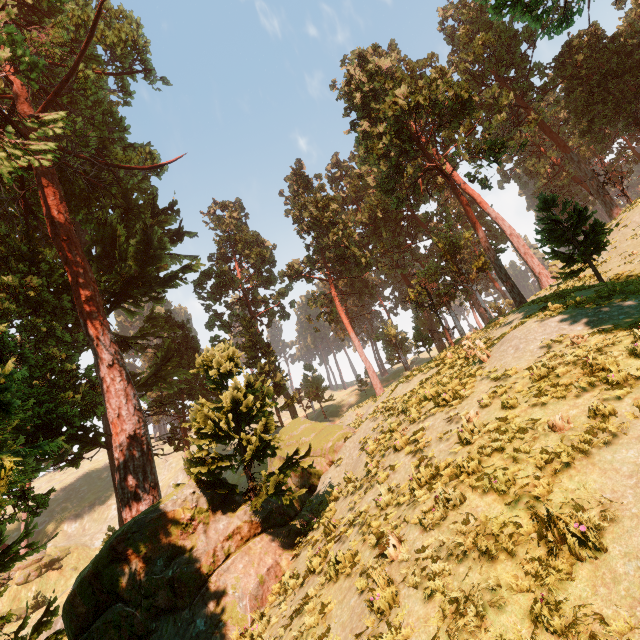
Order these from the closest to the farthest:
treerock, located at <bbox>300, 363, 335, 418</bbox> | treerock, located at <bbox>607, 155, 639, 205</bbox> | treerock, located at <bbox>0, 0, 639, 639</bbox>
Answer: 1. treerock, located at <bbox>0, 0, 639, 639</bbox>
2. treerock, located at <bbox>607, 155, 639, 205</bbox>
3. treerock, located at <bbox>300, 363, 335, 418</bbox>

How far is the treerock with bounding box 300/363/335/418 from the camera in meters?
47.6 m

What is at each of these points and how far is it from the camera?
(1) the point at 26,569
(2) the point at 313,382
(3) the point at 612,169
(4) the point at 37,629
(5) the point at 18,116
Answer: (1) rock, 41.6m
(2) treerock, 48.4m
(3) treerock, 29.3m
(4) treerock, 13.5m
(5) treerock, 15.2m

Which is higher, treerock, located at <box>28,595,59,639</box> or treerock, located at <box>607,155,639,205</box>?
treerock, located at <box>607,155,639,205</box>

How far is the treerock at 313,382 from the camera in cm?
4756

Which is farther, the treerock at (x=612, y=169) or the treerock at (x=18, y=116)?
the treerock at (x=612, y=169)

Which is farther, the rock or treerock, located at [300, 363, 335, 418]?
treerock, located at [300, 363, 335, 418]
